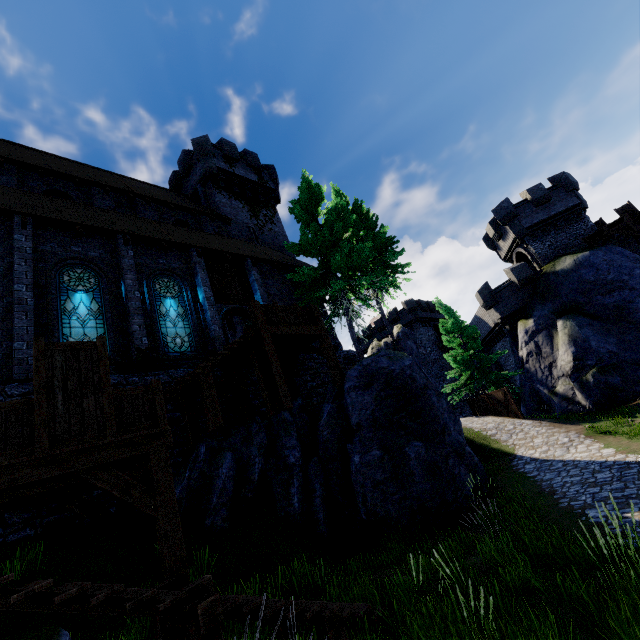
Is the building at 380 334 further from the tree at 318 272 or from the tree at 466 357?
the tree at 318 272

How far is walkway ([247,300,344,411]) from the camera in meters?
10.5 m

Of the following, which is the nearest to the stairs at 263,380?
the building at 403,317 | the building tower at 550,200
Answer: the building tower at 550,200

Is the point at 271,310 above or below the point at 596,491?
above

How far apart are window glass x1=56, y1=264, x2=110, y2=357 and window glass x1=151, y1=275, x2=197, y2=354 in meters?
1.5

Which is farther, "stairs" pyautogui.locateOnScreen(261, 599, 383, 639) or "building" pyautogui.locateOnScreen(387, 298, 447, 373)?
"building" pyautogui.locateOnScreen(387, 298, 447, 373)

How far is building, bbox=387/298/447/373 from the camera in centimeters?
4278cm

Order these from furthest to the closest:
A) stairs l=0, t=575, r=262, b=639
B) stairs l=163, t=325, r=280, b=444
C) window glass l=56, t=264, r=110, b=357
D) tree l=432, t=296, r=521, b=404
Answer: tree l=432, t=296, r=521, b=404 → window glass l=56, t=264, r=110, b=357 → stairs l=163, t=325, r=280, b=444 → stairs l=0, t=575, r=262, b=639
